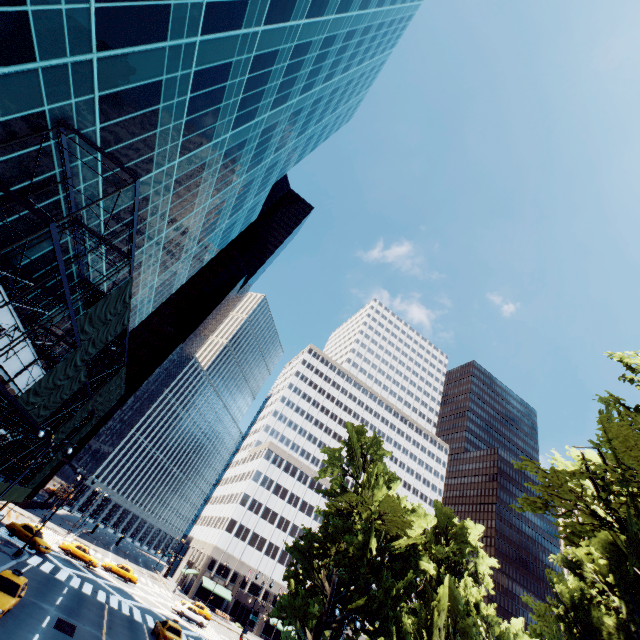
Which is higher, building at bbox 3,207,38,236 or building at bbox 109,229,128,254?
building at bbox 109,229,128,254

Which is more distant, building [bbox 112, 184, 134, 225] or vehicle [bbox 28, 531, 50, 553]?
vehicle [bbox 28, 531, 50, 553]

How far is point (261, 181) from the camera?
45.6m

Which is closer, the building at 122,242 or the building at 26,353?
the building at 26,353

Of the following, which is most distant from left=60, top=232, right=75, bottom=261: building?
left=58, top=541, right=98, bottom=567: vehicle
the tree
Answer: the tree

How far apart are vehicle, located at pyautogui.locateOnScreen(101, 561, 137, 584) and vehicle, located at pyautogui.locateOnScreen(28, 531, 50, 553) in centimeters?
1241cm

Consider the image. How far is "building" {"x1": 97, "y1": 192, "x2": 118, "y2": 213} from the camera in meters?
19.2 m
